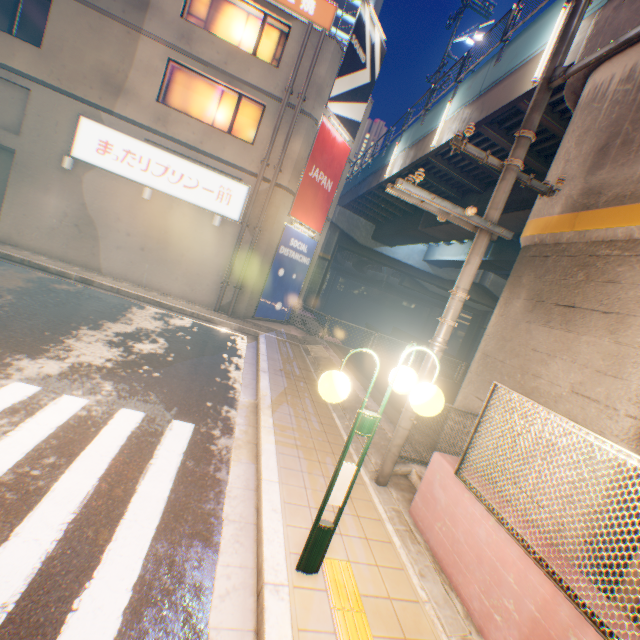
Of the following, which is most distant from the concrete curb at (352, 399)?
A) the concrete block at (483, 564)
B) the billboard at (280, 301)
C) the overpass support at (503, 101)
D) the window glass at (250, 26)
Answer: the window glass at (250, 26)

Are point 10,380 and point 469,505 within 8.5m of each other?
yes

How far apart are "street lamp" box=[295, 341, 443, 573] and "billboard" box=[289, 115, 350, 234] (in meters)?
11.85

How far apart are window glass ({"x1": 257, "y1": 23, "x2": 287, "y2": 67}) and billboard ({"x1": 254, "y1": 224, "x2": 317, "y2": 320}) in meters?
5.9 m

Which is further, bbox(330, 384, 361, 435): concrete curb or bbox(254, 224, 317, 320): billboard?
bbox(254, 224, 317, 320): billboard

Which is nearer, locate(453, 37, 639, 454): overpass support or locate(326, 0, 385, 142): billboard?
locate(453, 37, 639, 454): overpass support

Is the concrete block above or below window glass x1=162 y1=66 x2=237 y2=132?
below

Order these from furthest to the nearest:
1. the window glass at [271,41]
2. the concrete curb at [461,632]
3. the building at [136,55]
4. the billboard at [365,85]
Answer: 1. the billboard at [365,85]
2. the window glass at [271,41]
3. the building at [136,55]
4. the concrete curb at [461,632]
